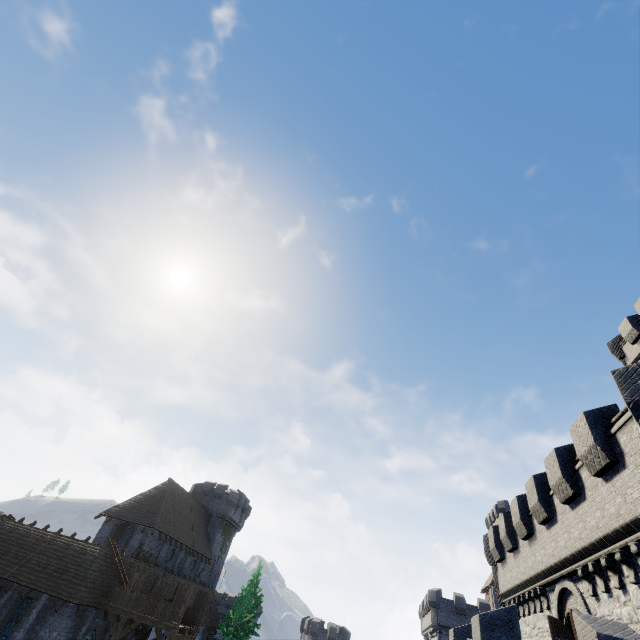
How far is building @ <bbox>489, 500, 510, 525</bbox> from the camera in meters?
54.6 m

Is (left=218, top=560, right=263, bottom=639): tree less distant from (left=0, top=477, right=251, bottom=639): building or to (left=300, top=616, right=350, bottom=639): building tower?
(left=0, top=477, right=251, bottom=639): building

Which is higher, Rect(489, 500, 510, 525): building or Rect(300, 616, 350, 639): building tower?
Rect(489, 500, 510, 525): building

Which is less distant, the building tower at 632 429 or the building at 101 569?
the building tower at 632 429

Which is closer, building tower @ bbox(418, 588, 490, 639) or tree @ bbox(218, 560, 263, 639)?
tree @ bbox(218, 560, 263, 639)

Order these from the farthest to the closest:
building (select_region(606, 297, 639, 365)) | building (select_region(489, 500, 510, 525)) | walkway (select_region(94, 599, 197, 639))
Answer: building (select_region(489, 500, 510, 525))
building (select_region(606, 297, 639, 365))
walkway (select_region(94, 599, 197, 639))

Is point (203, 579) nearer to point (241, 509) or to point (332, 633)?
point (241, 509)

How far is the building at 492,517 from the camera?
54.6m
